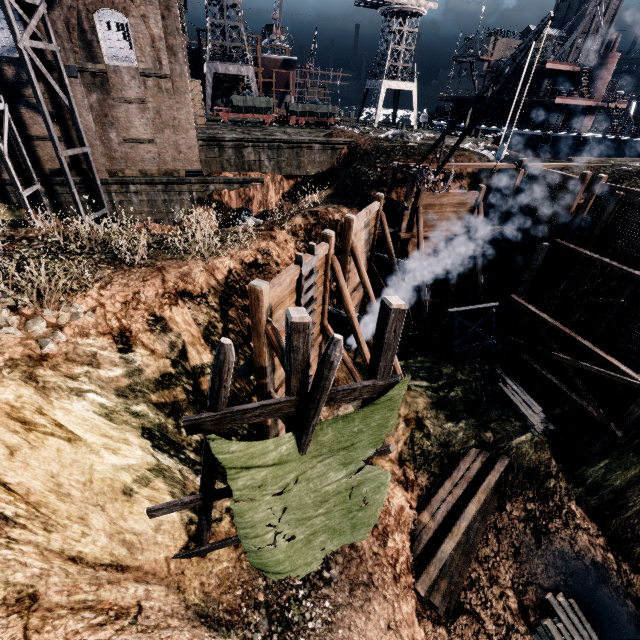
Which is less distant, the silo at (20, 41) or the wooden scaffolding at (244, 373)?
the wooden scaffolding at (244, 373)

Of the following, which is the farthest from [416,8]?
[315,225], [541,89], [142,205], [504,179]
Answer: [315,225]

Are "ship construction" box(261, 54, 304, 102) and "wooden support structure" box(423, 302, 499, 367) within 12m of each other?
no

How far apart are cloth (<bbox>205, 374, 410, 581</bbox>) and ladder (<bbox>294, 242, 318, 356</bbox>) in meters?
4.2 m

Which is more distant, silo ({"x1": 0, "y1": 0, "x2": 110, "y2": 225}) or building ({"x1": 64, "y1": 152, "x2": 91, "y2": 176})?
building ({"x1": 64, "y1": 152, "x2": 91, "y2": 176})

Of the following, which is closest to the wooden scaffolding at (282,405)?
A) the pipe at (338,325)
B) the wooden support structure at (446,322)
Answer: the pipe at (338,325)

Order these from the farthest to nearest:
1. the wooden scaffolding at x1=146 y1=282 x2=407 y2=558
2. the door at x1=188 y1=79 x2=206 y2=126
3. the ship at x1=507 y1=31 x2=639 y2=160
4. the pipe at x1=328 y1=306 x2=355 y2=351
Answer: the ship at x1=507 y1=31 x2=639 y2=160
the door at x1=188 y1=79 x2=206 y2=126
the pipe at x1=328 y1=306 x2=355 y2=351
the wooden scaffolding at x1=146 y1=282 x2=407 y2=558

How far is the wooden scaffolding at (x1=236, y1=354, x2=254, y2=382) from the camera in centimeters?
1047cm
